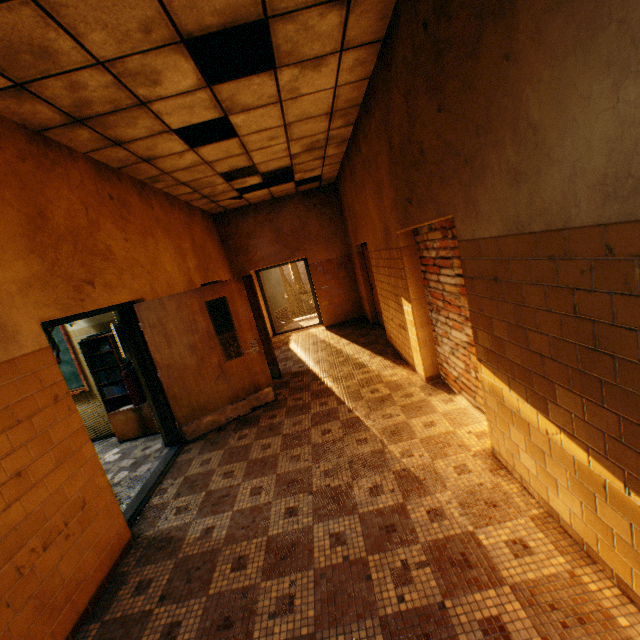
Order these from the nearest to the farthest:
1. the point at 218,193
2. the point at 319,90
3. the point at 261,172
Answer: the point at 319,90
the point at 261,172
the point at 218,193

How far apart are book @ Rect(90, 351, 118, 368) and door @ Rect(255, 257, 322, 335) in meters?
5.3

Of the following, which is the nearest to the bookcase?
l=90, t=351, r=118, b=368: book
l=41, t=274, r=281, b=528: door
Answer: l=90, t=351, r=118, b=368: book

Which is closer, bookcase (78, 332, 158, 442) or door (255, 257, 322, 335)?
Result: bookcase (78, 332, 158, 442)

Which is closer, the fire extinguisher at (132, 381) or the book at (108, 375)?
the fire extinguisher at (132, 381)

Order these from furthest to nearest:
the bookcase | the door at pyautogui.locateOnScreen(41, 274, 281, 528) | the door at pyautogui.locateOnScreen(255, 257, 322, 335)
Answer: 1. the door at pyautogui.locateOnScreen(255, 257, 322, 335)
2. the bookcase
3. the door at pyautogui.locateOnScreen(41, 274, 281, 528)

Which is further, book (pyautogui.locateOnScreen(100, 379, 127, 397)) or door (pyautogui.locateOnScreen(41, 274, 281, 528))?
book (pyautogui.locateOnScreen(100, 379, 127, 397))

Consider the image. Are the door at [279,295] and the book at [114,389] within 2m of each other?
no
